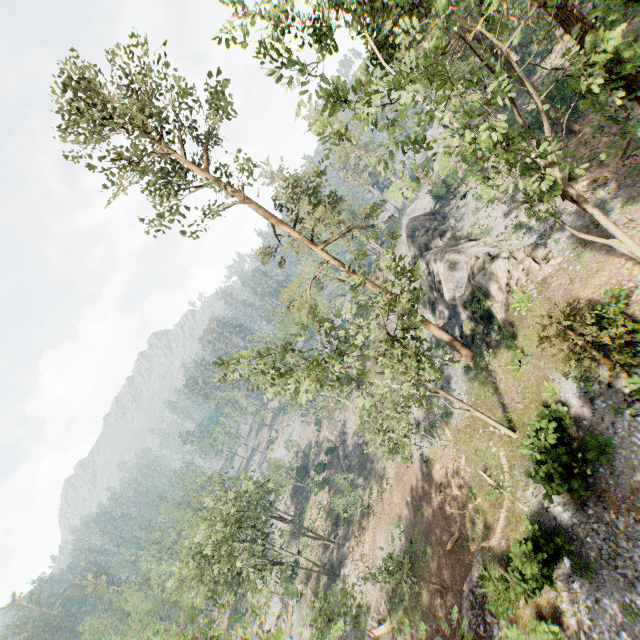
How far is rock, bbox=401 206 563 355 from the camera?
23.9 meters

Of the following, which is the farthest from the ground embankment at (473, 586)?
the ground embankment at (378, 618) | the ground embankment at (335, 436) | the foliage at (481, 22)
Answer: the ground embankment at (335, 436)

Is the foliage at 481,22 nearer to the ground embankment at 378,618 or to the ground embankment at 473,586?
the ground embankment at 473,586

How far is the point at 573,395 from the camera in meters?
19.1

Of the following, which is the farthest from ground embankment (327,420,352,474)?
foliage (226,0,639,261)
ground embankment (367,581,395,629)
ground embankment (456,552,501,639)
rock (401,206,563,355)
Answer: rock (401,206,563,355)

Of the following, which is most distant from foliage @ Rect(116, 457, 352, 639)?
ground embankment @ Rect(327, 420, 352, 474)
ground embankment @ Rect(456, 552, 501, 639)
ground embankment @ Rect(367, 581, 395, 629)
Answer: ground embankment @ Rect(367, 581, 395, 629)

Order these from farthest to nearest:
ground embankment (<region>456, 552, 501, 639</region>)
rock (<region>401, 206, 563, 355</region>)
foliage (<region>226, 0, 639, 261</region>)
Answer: rock (<region>401, 206, 563, 355</region>) → ground embankment (<region>456, 552, 501, 639</region>) → foliage (<region>226, 0, 639, 261</region>)
